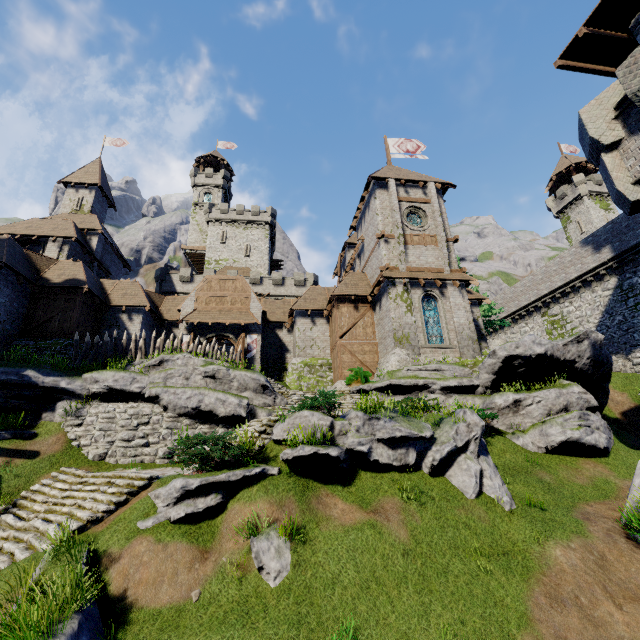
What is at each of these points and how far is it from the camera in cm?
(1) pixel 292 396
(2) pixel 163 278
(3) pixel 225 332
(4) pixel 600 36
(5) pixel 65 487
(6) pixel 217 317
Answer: (1) stairs, 1925
(2) building tower, 4175
(3) double door, 2567
(4) walkway, 1541
(5) stairs, 1155
(6) awning, 2541

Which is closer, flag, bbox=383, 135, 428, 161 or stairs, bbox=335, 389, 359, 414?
stairs, bbox=335, 389, 359, 414

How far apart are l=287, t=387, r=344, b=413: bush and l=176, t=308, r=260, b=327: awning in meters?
13.5 m

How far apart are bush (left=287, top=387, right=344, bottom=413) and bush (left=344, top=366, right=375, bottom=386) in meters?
7.6 m

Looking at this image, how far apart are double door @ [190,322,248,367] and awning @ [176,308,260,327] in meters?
0.5 m

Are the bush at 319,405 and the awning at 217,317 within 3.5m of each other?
no

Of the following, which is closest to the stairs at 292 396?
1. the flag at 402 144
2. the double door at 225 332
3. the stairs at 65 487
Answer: the stairs at 65 487

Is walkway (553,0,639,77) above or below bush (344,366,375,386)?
above
